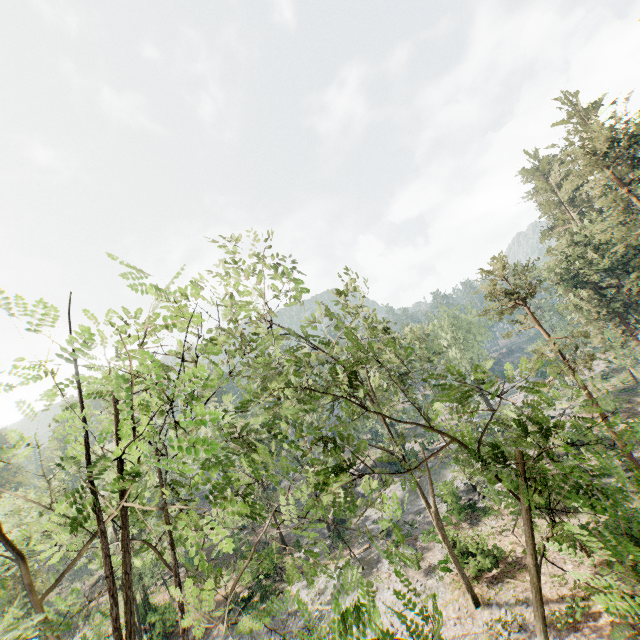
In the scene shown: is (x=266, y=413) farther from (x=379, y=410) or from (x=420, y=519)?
(x=420, y=519)
